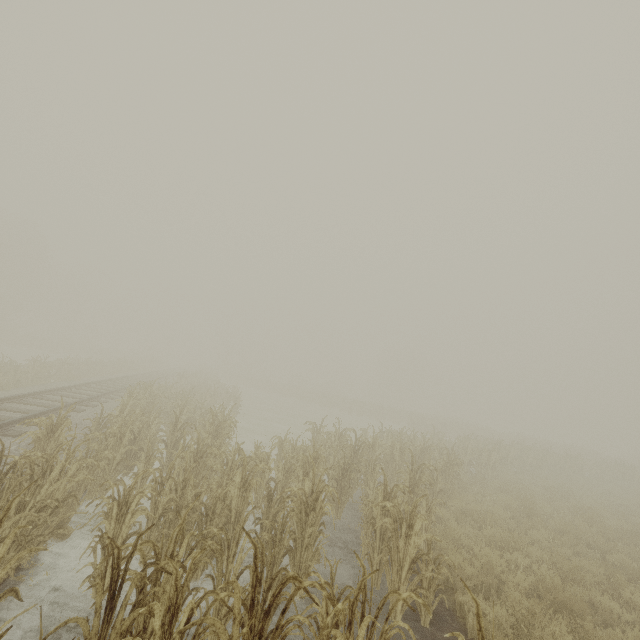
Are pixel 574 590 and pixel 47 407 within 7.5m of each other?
no
